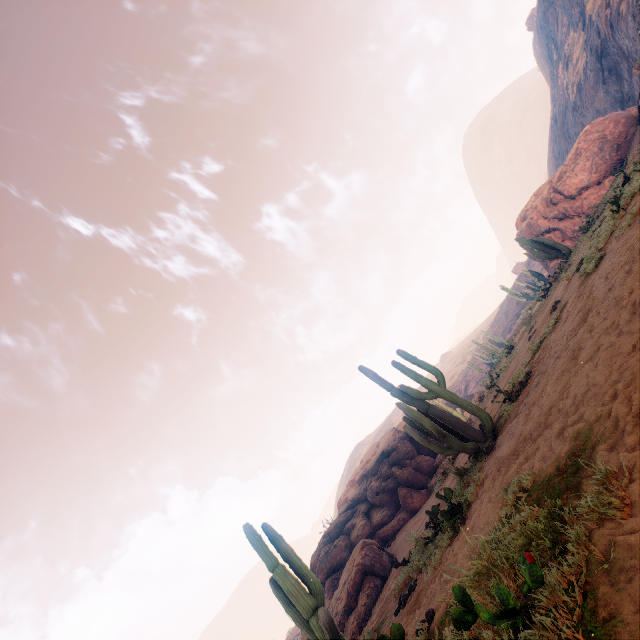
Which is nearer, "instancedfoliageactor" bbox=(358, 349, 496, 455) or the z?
the z

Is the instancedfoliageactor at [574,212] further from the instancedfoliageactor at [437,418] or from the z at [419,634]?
the instancedfoliageactor at [437,418]

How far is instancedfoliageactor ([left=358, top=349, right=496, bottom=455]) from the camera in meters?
7.8 m

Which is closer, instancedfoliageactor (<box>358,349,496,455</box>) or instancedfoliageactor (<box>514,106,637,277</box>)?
instancedfoliageactor (<box>358,349,496,455</box>)

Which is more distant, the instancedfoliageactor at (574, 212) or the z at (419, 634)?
A: the instancedfoliageactor at (574, 212)

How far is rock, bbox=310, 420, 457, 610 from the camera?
16.3m

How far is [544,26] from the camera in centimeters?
5847cm

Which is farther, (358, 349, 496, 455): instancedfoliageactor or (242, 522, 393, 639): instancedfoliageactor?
(358, 349, 496, 455): instancedfoliageactor
